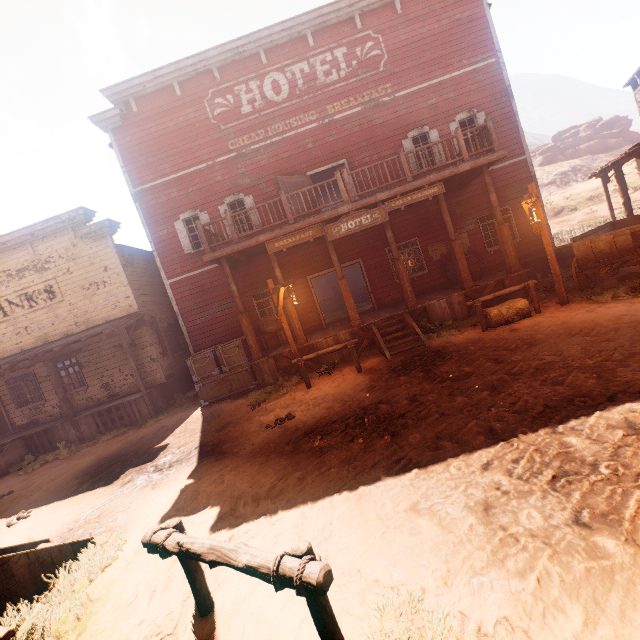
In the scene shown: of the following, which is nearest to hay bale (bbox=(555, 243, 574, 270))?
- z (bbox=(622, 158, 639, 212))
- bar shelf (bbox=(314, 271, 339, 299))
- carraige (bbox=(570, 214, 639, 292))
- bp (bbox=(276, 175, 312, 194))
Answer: z (bbox=(622, 158, 639, 212))

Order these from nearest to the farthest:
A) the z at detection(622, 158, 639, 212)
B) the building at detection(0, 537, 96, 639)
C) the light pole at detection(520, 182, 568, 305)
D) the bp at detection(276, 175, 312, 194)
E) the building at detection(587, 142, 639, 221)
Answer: the building at detection(0, 537, 96, 639), the light pole at detection(520, 182, 568, 305), the building at detection(587, 142, 639, 221), the bp at detection(276, 175, 312, 194), the z at detection(622, 158, 639, 212)

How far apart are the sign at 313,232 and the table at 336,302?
12.29m

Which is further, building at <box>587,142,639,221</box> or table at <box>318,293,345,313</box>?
table at <box>318,293,345,313</box>

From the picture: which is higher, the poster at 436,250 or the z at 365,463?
the poster at 436,250

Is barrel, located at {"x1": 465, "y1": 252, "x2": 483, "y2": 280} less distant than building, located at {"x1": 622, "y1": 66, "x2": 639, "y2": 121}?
Yes

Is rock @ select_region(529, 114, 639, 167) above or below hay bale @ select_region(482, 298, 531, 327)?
above

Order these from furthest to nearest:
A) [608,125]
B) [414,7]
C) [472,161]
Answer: [608,125], [414,7], [472,161]
